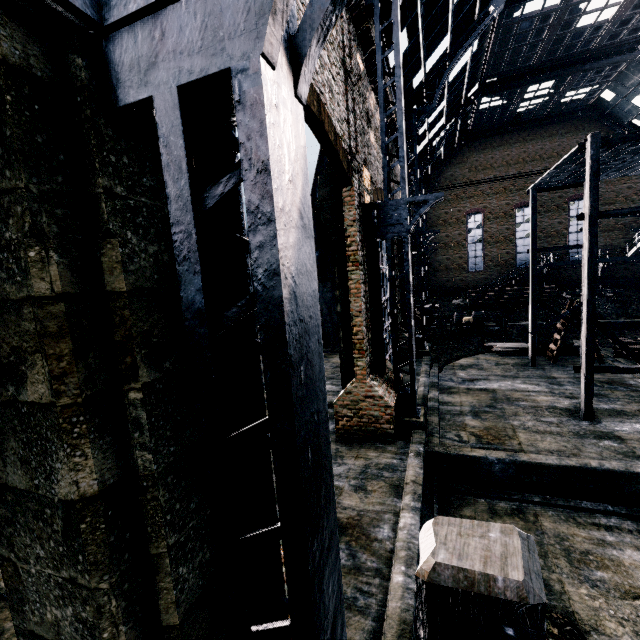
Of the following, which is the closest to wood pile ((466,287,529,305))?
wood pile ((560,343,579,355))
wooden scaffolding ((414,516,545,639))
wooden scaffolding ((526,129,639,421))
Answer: wood pile ((560,343,579,355))

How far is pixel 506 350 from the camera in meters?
25.5

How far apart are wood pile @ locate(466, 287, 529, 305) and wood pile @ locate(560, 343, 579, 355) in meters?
13.3

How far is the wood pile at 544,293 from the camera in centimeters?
3544cm

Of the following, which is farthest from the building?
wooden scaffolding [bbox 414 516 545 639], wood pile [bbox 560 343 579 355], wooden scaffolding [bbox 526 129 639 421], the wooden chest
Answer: the wooden chest

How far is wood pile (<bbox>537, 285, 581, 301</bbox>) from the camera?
35.4m

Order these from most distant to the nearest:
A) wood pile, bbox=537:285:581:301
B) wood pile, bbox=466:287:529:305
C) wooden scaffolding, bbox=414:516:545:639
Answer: wood pile, bbox=466:287:529:305 < wood pile, bbox=537:285:581:301 < wooden scaffolding, bbox=414:516:545:639

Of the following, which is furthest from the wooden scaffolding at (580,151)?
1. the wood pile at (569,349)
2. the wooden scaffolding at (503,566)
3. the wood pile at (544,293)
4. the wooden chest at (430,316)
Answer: the wood pile at (544,293)
